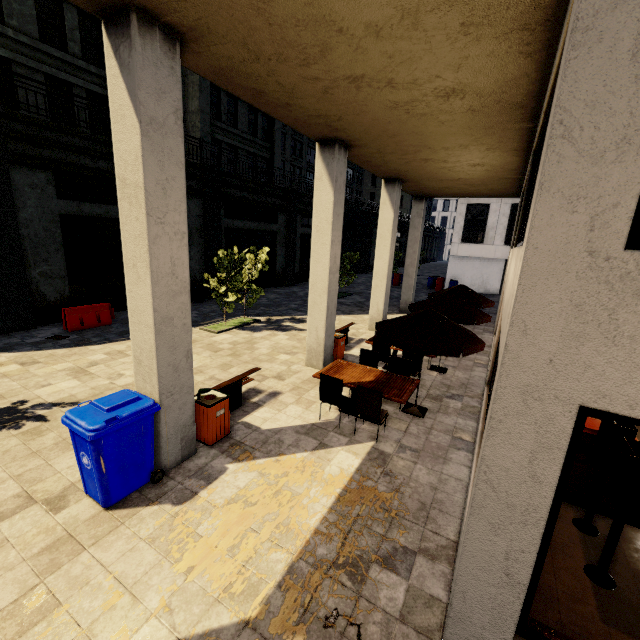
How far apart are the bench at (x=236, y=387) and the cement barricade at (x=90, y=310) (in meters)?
7.68

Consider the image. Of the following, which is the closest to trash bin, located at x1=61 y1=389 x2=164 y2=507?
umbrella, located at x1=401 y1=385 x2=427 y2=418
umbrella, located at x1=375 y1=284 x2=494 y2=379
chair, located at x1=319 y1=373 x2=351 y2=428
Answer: chair, located at x1=319 y1=373 x2=351 y2=428

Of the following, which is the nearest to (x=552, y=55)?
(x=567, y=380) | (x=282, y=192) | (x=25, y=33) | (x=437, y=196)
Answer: (x=567, y=380)

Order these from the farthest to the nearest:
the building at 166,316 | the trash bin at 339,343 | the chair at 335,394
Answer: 1. the trash bin at 339,343
2. the chair at 335,394
3. the building at 166,316

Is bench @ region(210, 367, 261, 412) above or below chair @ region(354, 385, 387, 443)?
below

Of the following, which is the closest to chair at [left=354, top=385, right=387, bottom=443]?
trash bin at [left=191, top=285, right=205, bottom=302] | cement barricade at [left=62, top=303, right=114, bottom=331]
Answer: cement barricade at [left=62, top=303, right=114, bottom=331]

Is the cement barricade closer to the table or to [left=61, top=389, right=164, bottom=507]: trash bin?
[left=61, top=389, right=164, bottom=507]: trash bin

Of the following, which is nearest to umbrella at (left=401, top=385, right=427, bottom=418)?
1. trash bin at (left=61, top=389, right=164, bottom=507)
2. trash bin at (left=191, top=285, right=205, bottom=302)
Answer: trash bin at (left=61, top=389, right=164, bottom=507)
